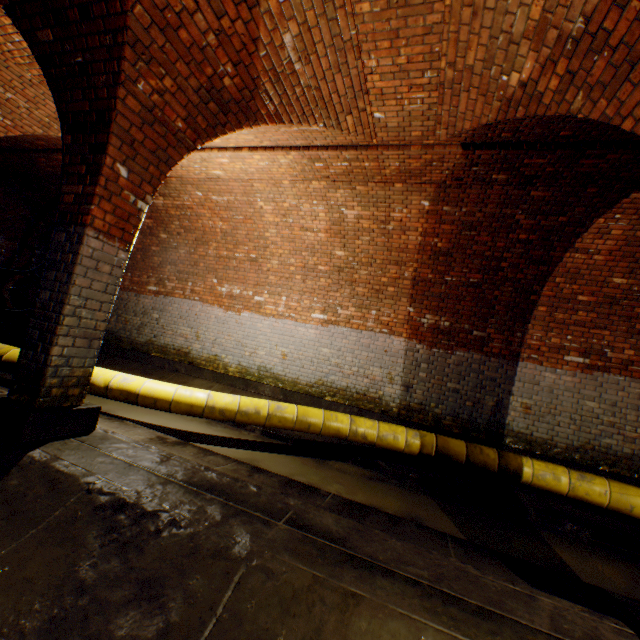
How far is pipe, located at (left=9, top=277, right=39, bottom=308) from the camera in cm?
844

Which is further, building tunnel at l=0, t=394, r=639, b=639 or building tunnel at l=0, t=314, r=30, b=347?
building tunnel at l=0, t=314, r=30, b=347

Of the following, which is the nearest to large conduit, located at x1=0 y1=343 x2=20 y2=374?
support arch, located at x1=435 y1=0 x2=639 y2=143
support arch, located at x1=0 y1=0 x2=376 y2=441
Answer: support arch, located at x1=0 y1=0 x2=376 y2=441

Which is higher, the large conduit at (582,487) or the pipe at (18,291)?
the pipe at (18,291)

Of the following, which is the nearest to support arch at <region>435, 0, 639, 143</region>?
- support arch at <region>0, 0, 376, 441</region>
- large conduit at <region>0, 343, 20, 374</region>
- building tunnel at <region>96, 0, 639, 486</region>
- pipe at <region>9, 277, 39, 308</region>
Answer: building tunnel at <region>96, 0, 639, 486</region>

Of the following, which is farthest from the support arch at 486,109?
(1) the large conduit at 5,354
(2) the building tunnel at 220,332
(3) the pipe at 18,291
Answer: (3) the pipe at 18,291

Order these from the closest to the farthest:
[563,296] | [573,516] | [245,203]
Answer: [573,516]
[563,296]
[245,203]

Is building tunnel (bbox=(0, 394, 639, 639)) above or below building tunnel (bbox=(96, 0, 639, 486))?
below
